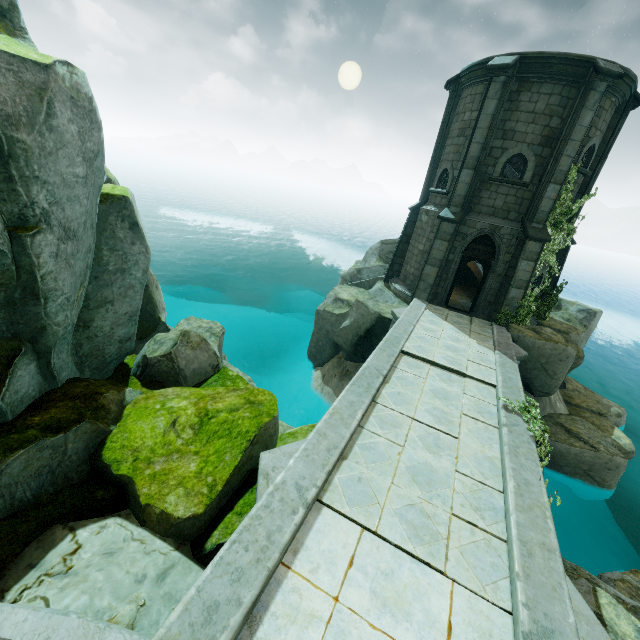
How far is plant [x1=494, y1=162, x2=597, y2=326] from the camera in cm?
1302

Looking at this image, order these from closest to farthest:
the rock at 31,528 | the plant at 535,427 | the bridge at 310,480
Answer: the bridge at 310,480
the rock at 31,528
the plant at 535,427

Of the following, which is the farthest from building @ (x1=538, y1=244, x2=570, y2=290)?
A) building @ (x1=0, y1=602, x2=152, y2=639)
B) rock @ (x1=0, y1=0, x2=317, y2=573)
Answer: building @ (x1=0, y1=602, x2=152, y2=639)

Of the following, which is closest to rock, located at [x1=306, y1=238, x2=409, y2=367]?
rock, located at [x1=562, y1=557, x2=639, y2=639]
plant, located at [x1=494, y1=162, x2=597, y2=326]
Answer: plant, located at [x1=494, y1=162, x2=597, y2=326]

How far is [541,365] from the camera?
13.0 meters

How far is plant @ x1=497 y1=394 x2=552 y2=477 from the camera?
6.9 meters

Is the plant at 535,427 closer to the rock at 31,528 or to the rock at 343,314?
the rock at 31,528

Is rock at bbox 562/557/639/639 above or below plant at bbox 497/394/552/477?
below
